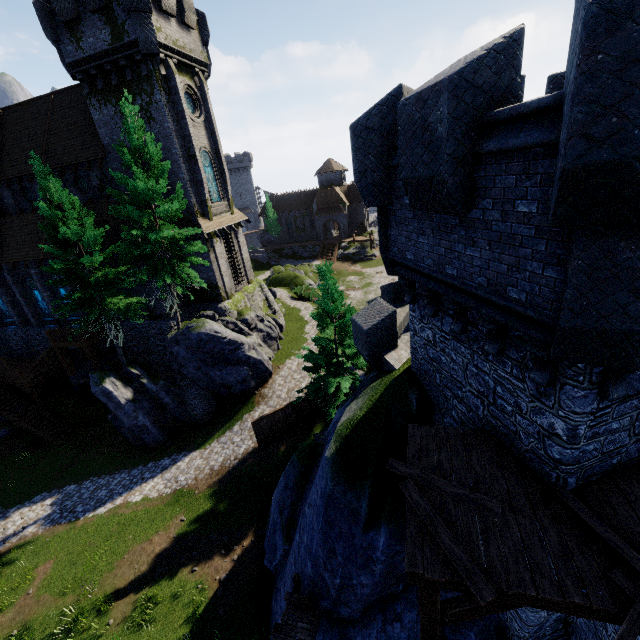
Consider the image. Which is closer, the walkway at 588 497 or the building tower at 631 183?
the building tower at 631 183

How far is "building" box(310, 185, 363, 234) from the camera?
57.7 meters

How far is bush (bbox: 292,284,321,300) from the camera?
39.2m

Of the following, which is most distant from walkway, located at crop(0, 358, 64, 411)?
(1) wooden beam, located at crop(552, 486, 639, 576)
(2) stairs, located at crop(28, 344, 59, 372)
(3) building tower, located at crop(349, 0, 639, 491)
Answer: (1) wooden beam, located at crop(552, 486, 639, 576)

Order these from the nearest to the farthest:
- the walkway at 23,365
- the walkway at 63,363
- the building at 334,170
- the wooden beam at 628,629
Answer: the wooden beam at 628,629 → the walkway at 63,363 → the walkway at 23,365 → the building at 334,170

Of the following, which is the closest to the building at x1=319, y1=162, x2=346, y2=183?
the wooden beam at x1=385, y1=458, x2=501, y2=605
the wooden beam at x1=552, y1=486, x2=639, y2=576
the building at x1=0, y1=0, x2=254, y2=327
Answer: the building at x1=0, y1=0, x2=254, y2=327

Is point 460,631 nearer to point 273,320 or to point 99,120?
point 273,320

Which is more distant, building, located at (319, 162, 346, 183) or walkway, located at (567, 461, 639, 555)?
building, located at (319, 162, 346, 183)
